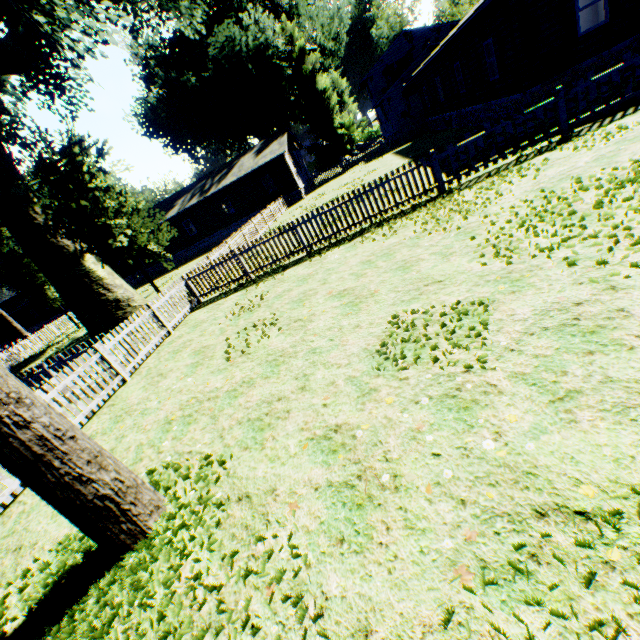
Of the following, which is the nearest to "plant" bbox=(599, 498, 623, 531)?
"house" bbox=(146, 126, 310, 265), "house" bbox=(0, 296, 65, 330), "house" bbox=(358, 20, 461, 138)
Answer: "house" bbox=(146, 126, 310, 265)

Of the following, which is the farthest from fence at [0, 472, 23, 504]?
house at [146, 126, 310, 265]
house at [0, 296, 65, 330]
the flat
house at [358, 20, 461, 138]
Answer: the flat

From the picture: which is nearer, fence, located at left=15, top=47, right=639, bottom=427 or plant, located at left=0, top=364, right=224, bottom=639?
plant, located at left=0, top=364, right=224, bottom=639

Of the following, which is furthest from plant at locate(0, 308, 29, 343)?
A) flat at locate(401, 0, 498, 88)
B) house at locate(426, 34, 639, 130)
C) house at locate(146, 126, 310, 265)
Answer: house at locate(426, 34, 639, 130)

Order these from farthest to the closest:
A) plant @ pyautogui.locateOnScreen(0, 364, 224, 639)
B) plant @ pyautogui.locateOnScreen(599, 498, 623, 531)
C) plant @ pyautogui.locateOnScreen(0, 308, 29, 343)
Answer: plant @ pyautogui.locateOnScreen(0, 308, 29, 343), plant @ pyautogui.locateOnScreen(0, 364, 224, 639), plant @ pyautogui.locateOnScreen(599, 498, 623, 531)

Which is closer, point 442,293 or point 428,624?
point 428,624

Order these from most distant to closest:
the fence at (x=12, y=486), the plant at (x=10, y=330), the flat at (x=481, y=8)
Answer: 1. the plant at (x=10, y=330)
2. the flat at (x=481, y=8)
3. the fence at (x=12, y=486)

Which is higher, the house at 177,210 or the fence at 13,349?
the house at 177,210
